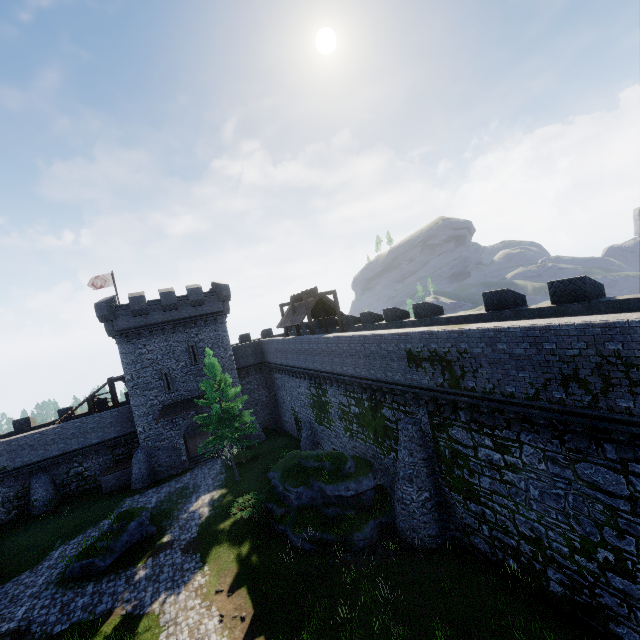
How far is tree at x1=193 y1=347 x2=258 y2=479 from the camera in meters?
24.0 m

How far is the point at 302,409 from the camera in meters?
30.6 m

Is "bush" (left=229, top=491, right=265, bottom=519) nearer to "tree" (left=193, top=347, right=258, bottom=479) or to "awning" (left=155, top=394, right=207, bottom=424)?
"tree" (left=193, top=347, right=258, bottom=479)

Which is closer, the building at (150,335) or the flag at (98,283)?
the building at (150,335)

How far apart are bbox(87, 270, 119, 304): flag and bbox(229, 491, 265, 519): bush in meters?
24.8 m

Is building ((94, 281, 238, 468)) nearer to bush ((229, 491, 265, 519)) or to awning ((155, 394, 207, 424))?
awning ((155, 394, 207, 424))

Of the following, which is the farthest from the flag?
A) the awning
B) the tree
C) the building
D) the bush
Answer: the bush

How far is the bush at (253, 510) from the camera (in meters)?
19.48
